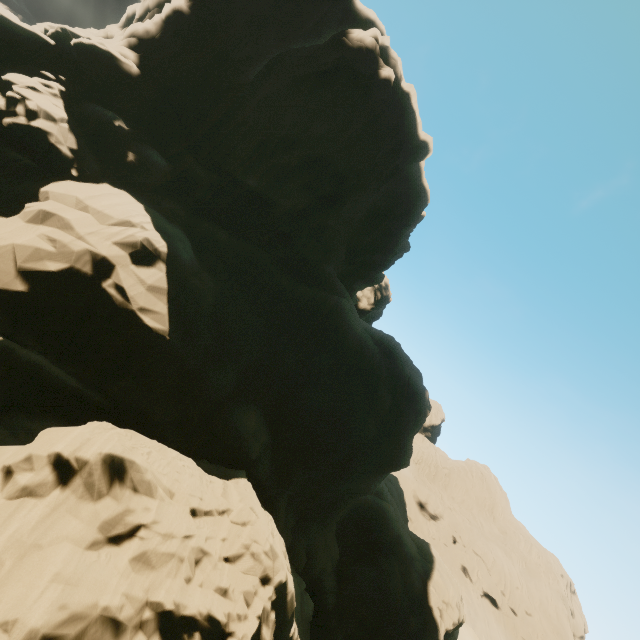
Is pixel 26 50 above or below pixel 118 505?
above
